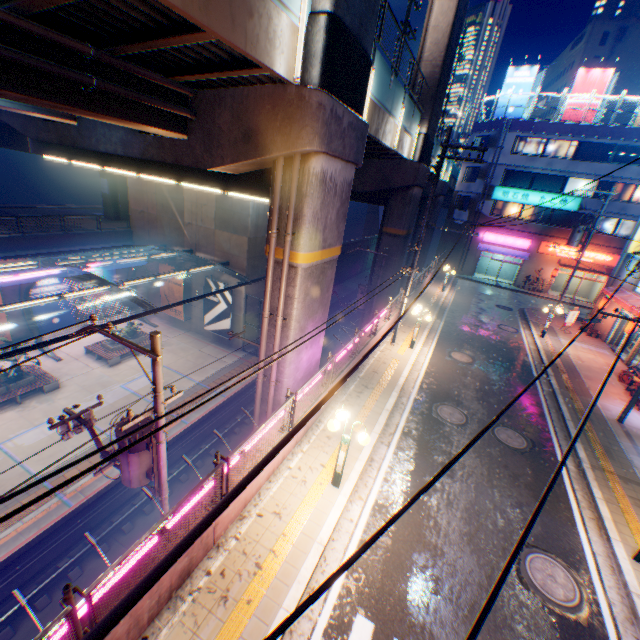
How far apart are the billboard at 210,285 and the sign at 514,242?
28.09m

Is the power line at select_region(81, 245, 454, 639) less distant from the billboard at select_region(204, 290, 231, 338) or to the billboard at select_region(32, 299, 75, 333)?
the billboard at select_region(204, 290, 231, 338)

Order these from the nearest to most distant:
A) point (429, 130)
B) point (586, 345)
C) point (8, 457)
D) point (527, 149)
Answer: point (8, 457) → point (429, 130) → point (586, 345) → point (527, 149)

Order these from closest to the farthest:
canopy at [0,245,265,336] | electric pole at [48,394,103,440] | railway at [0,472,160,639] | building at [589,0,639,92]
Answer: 1. electric pole at [48,394,103,440]
2. railway at [0,472,160,639]
3. canopy at [0,245,265,336]
4. building at [589,0,639,92]

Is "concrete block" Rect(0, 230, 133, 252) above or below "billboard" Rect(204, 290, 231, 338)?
above

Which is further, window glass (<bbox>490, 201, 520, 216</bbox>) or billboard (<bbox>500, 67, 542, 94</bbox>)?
window glass (<bbox>490, 201, 520, 216</bbox>)

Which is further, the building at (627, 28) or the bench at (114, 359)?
the building at (627, 28)

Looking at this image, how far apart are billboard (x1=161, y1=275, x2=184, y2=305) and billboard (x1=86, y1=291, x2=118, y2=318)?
4.01m
